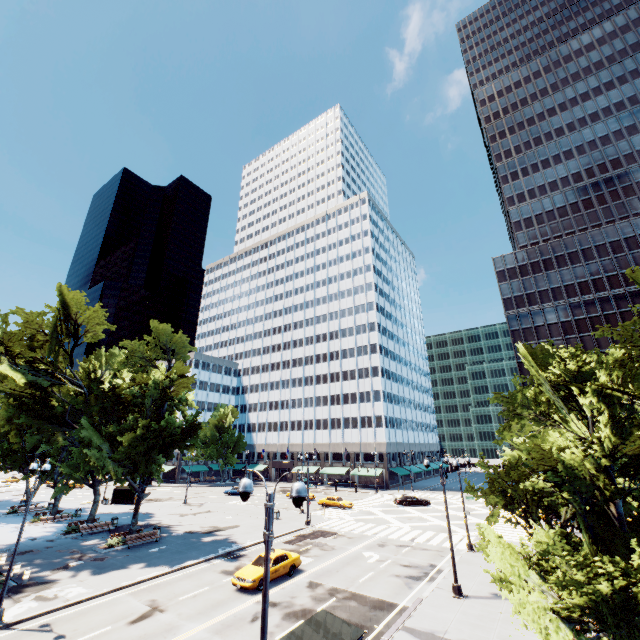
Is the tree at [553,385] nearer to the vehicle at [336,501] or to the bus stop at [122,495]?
the bus stop at [122,495]

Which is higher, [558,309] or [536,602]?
[558,309]

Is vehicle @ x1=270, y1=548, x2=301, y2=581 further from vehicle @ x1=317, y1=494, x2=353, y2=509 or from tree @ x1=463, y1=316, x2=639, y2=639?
vehicle @ x1=317, y1=494, x2=353, y2=509

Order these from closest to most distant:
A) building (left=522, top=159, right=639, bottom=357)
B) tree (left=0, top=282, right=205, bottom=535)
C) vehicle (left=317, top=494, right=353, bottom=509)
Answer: tree (left=0, top=282, right=205, bottom=535) → vehicle (left=317, top=494, right=353, bottom=509) → building (left=522, top=159, right=639, bottom=357)

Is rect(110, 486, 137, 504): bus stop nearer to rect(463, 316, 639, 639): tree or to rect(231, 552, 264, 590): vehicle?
rect(463, 316, 639, 639): tree

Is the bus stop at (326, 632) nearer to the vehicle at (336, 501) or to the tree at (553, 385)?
the tree at (553, 385)

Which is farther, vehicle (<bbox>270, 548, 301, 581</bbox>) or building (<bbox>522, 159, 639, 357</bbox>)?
building (<bbox>522, 159, 639, 357</bbox>)

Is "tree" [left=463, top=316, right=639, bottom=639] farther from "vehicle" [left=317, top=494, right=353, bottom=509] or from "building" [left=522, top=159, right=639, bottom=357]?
"building" [left=522, top=159, right=639, bottom=357]
